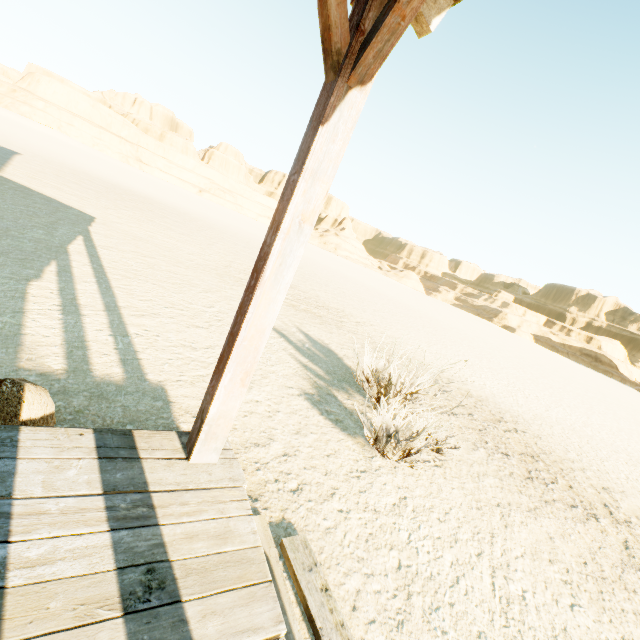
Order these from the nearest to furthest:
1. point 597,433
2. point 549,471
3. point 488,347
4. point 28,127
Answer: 1. point 549,471
2. point 597,433
3. point 488,347
4. point 28,127

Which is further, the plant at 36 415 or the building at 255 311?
the plant at 36 415

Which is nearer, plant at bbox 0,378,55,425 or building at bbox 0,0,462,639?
building at bbox 0,0,462,639
